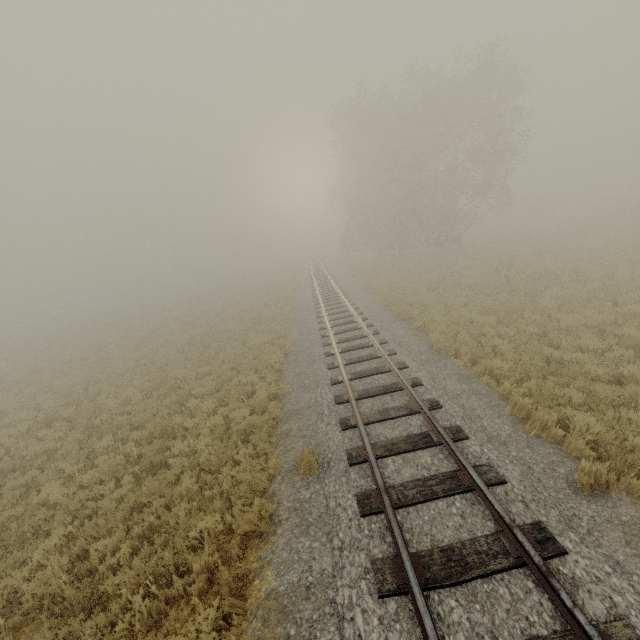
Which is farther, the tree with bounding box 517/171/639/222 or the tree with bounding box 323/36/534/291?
the tree with bounding box 517/171/639/222

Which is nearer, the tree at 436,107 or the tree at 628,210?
the tree at 436,107

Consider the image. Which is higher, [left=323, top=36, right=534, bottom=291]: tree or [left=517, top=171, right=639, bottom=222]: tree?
[left=323, top=36, right=534, bottom=291]: tree

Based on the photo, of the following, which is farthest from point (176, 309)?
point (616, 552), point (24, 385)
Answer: point (616, 552)

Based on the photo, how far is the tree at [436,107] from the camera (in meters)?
26.77

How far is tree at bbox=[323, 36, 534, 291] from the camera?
26.77m
